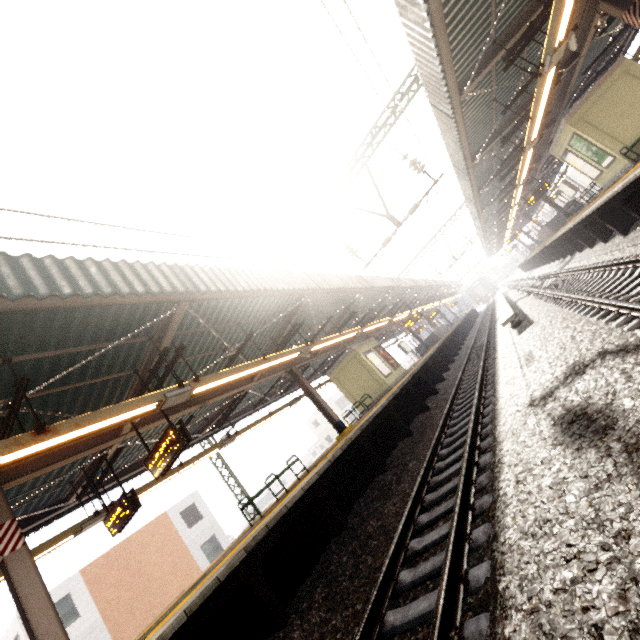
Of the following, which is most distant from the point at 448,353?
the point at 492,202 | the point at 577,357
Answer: the point at 577,357

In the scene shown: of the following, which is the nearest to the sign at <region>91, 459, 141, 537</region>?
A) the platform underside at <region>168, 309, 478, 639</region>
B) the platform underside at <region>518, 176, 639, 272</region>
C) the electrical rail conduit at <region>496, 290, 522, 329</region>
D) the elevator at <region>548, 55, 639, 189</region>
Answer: the platform underside at <region>168, 309, 478, 639</region>

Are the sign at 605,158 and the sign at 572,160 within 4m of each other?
yes

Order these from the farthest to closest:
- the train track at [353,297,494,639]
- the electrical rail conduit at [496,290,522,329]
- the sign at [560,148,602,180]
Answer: the sign at [560,148,602,180], the electrical rail conduit at [496,290,522,329], the train track at [353,297,494,639]

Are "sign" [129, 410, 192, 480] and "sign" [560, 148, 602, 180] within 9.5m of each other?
no

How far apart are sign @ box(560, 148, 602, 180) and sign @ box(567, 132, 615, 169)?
0.3 meters

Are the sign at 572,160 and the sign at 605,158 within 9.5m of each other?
yes

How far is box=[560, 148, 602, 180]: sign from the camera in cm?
1341
